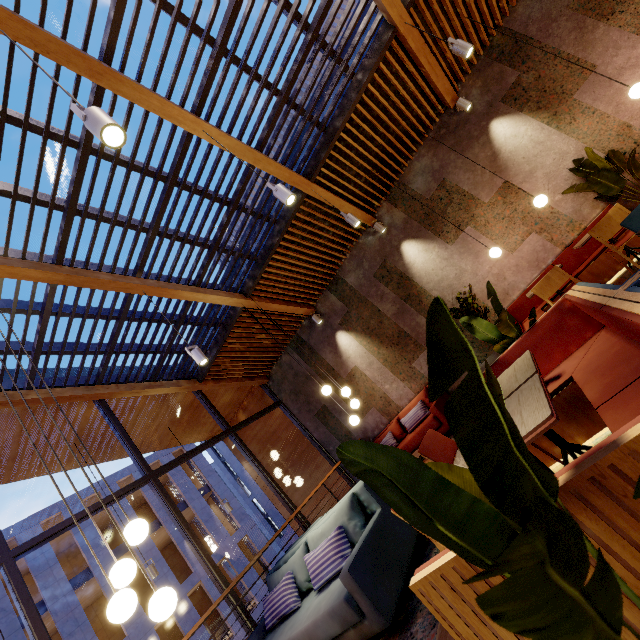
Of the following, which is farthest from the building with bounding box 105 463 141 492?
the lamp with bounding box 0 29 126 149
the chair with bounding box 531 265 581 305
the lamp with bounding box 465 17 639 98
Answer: the lamp with bounding box 465 17 639 98

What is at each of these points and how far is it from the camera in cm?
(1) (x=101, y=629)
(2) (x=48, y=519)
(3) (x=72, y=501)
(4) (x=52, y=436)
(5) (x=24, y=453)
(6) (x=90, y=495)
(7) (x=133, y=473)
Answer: (1) building, 2028
(2) building, 1778
(3) building, 1877
(4) building, 682
(5) building, 671
(6) building, 1948
(7) building, 2173

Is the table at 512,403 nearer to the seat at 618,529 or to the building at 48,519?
the seat at 618,529

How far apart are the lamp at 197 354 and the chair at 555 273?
4.9m

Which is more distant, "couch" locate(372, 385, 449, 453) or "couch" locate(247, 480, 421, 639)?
"couch" locate(372, 385, 449, 453)

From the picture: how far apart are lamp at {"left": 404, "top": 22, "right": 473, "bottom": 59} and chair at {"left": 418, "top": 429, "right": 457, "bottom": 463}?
4.89m

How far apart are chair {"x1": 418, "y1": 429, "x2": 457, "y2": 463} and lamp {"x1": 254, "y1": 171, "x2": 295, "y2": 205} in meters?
2.9 m

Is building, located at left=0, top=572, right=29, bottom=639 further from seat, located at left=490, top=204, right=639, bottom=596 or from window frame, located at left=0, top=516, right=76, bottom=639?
seat, located at left=490, top=204, right=639, bottom=596
